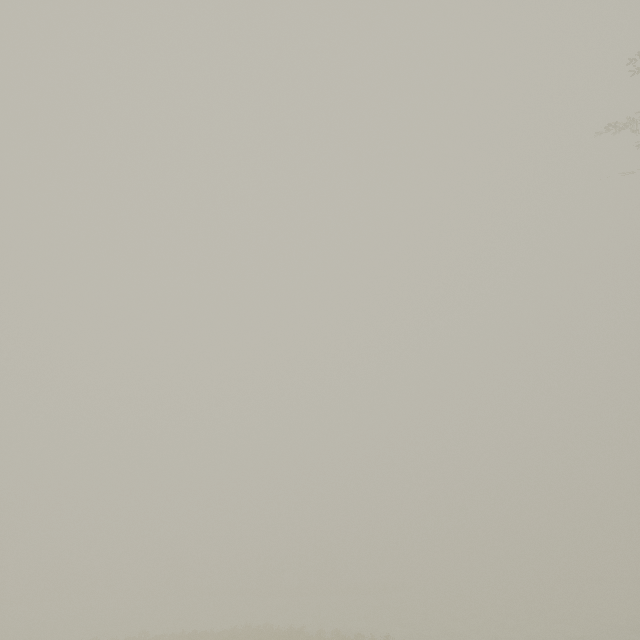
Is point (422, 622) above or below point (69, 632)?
above
